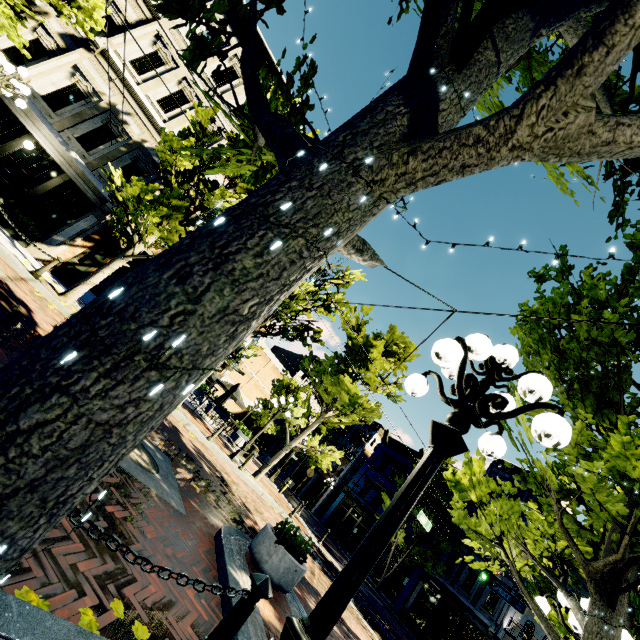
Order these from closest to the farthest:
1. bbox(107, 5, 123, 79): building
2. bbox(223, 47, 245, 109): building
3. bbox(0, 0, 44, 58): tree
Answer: bbox(0, 0, 44, 58): tree → bbox(107, 5, 123, 79): building → bbox(223, 47, 245, 109): building

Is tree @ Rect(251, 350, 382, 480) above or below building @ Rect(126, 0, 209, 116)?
below

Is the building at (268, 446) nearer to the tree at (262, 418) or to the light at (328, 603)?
the tree at (262, 418)

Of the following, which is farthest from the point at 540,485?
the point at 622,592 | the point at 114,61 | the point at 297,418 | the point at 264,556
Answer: the point at 114,61

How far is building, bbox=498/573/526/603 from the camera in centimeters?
2048cm

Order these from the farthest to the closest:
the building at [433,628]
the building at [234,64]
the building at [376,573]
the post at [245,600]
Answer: the building at [376,573]
the building at [433,628]
the building at [234,64]
the post at [245,600]

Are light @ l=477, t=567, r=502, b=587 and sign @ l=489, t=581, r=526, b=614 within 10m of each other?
yes

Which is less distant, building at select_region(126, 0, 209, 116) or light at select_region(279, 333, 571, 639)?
light at select_region(279, 333, 571, 639)
